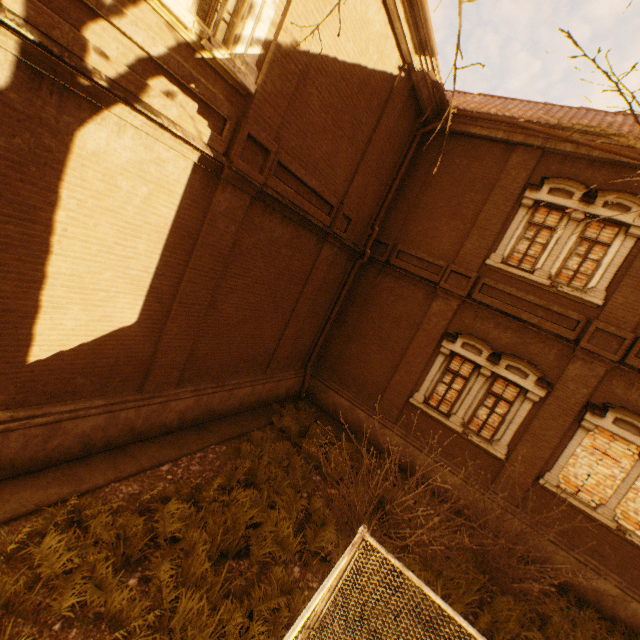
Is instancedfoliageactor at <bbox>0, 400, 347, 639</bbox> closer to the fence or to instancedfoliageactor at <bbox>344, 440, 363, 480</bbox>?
the fence

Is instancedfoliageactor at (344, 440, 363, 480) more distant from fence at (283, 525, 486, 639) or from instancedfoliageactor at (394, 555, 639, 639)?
fence at (283, 525, 486, 639)

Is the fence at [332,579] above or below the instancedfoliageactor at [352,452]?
above

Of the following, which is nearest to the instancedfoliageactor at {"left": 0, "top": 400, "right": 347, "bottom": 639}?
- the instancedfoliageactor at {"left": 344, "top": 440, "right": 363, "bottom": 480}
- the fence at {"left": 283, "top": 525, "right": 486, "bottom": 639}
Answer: the fence at {"left": 283, "top": 525, "right": 486, "bottom": 639}

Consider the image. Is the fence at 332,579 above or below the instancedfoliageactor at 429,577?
above

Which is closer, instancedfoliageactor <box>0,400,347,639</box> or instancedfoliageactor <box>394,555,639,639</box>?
instancedfoliageactor <box>0,400,347,639</box>

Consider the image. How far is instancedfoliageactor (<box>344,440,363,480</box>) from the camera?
8.83m

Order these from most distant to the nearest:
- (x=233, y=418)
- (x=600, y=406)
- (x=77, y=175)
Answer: (x=233, y=418) < (x=600, y=406) < (x=77, y=175)
